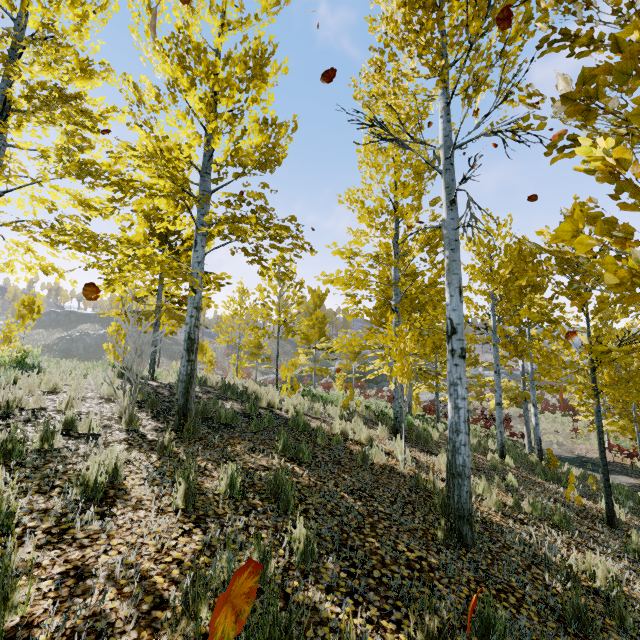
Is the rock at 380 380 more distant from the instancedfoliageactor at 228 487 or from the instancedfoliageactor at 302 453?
the instancedfoliageactor at 302 453

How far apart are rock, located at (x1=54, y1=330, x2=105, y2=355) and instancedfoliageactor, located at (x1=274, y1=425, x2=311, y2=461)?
60.1 meters

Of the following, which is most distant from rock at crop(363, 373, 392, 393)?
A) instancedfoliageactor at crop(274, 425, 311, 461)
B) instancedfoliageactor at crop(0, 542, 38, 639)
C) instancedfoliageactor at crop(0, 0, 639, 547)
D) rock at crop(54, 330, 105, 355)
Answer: rock at crop(54, 330, 105, 355)

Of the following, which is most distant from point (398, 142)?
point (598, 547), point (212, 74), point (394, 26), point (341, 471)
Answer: point (598, 547)

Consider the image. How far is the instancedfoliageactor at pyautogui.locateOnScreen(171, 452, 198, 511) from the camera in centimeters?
321cm

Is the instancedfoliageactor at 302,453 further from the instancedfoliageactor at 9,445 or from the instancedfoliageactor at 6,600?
the instancedfoliageactor at 6,600

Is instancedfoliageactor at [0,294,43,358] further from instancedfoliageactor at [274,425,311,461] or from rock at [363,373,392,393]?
rock at [363,373,392,393]
